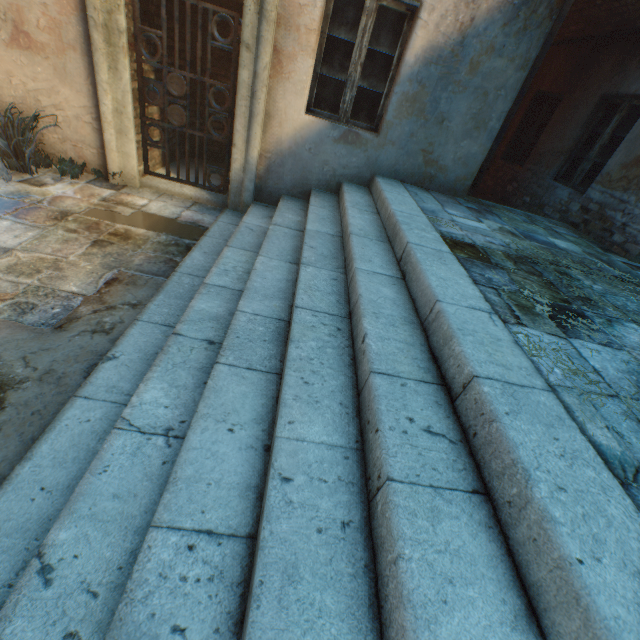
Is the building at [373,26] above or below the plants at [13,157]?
above

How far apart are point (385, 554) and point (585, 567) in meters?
0.5 m

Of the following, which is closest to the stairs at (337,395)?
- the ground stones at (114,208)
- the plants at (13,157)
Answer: the ground stones at (114,208)

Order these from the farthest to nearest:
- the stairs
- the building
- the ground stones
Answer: the building → the ground stones → the stairs

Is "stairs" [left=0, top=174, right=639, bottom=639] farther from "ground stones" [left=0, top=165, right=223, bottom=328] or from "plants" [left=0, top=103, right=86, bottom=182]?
"plants" [left=0, top=103, right=86, bottom=182]

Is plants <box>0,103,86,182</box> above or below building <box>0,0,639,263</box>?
below

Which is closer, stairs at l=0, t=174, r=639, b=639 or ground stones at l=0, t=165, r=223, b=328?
stairs at l=0, t=174, r=639, b=639

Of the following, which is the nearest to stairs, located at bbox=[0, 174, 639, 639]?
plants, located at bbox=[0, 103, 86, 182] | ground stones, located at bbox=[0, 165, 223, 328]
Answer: ground stones, located at bbox=[0, 165, 223, 328]
